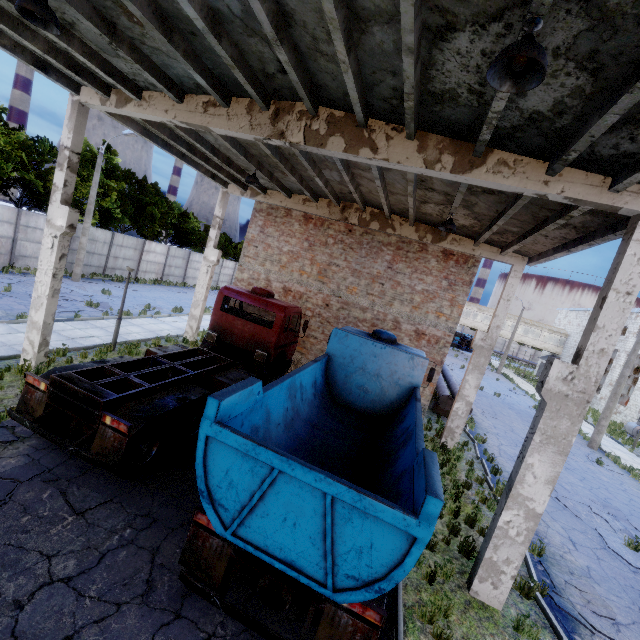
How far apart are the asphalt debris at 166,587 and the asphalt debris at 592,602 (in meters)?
7.21

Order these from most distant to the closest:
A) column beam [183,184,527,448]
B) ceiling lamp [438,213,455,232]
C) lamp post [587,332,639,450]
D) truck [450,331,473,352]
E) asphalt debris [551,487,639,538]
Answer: truck [450,331,473,352] → lamp post [587,332,639,450] → column beam [183,184,527,448] → asphalt debris [551,487,639,538] → ceiling lamp [438,213,455,232]

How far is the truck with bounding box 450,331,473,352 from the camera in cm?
5678

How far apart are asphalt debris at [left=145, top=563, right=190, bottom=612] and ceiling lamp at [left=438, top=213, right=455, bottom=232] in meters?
9.9 m

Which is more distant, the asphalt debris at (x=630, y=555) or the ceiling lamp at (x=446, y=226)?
the ceiling lamp at (x=446, y=226)

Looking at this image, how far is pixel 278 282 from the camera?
15.4m

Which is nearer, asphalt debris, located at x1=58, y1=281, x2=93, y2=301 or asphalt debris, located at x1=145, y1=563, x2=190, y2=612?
asphalt debris, located at x1=145, y1=563, x2=190, y2=612

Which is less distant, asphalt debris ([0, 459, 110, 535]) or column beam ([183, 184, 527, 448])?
asphalt debris ([0, 459, 110, 535])
